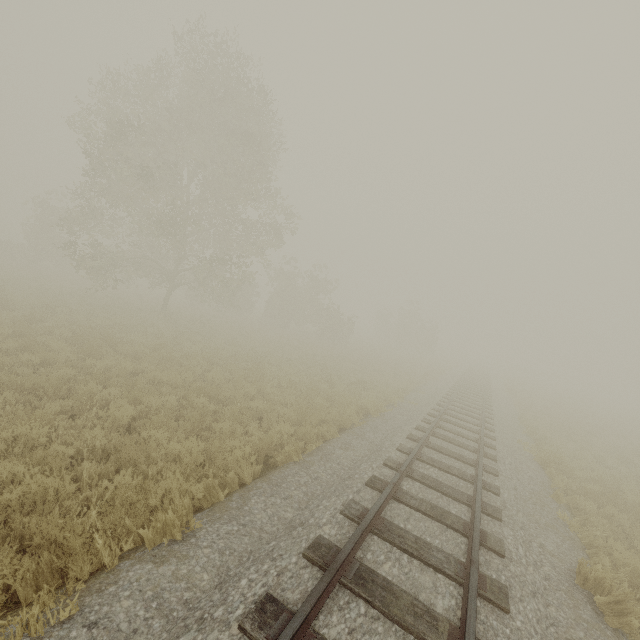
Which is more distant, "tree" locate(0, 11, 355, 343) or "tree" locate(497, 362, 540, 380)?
"tree" locate(497, 362, 540, 380)

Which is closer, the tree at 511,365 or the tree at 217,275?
the tree at 217,275

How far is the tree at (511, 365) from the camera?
52.3 meters

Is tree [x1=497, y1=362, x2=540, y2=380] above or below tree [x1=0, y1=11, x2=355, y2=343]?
below

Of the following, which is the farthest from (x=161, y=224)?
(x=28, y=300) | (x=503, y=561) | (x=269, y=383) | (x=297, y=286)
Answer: (x=297, y=286)

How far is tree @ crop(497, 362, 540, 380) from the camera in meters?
52.3 m
